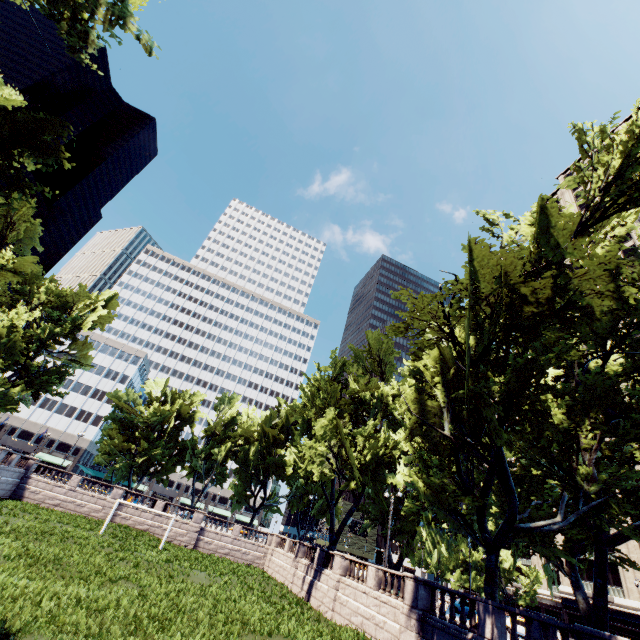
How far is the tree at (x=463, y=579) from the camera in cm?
5794

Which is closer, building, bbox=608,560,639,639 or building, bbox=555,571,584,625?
building, bbox=608,560,639,639

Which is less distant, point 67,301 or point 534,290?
point 534,290

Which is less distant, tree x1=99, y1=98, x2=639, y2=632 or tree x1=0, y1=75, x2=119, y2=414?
tree x1=0, y1=75, x2=119, y2=414

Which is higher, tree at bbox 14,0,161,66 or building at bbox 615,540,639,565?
tree at bbox 14,0,161,66

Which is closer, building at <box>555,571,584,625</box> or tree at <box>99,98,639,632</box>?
tree at <box>99,98,639,632</box>

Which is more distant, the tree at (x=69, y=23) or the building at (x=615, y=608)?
the building at (x=615, y=608)
